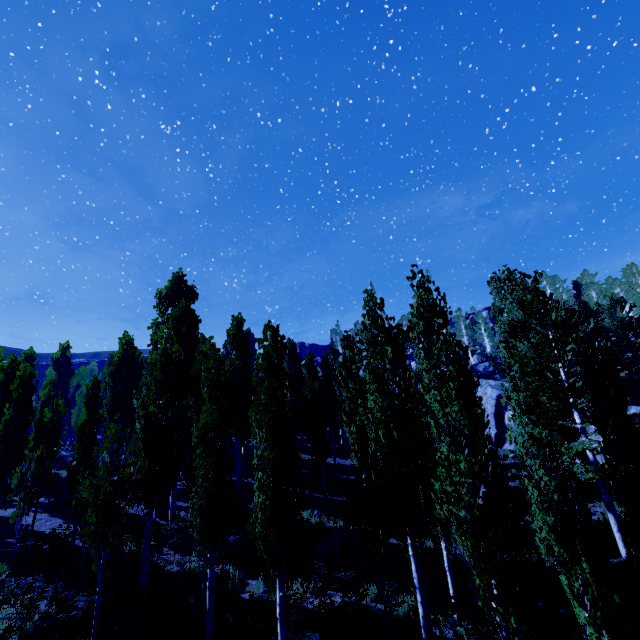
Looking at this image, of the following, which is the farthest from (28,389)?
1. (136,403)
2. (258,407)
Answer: (258,407)

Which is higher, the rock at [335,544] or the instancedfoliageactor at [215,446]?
the instancedfoliageactor at [215,446]

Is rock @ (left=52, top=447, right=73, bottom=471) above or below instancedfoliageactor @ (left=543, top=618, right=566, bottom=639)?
above

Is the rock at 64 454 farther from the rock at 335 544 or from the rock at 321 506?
the rock at 335 544

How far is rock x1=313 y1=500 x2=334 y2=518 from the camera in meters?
18.9

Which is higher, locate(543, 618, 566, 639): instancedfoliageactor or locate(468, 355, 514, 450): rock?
locate(468, 355, 514, 450): rock

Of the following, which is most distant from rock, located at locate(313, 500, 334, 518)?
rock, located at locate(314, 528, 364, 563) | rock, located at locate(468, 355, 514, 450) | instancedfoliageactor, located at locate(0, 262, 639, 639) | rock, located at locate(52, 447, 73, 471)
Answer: rock, located at locate(52, 447, 73, 471)

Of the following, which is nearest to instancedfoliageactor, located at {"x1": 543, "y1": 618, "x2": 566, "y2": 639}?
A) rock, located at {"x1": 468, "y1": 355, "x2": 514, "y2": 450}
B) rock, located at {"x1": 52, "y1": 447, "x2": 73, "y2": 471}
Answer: rock, located at {"x1": 468, "y1": 355, "x2": 514, "y2": 450}
